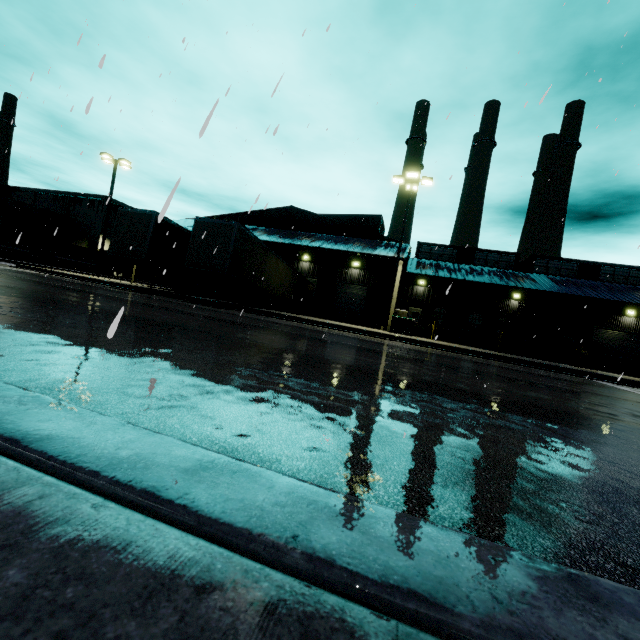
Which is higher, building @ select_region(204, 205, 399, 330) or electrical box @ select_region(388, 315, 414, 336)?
building @ select_region(204, 205, 399, 330)

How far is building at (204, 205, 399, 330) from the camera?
26.7m

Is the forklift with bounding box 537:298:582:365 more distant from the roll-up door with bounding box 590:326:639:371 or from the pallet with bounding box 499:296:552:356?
the roll-up door with bounding box 590:326:639:371

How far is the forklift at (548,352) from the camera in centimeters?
2159cm

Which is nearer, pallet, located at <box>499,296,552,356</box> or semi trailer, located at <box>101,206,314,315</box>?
semi trailer, located at <box>101,206,314,315</box>

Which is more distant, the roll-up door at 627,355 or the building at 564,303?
the roll-up door at 627,355

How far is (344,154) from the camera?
14.7 meters

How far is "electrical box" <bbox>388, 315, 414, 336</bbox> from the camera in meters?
19.3
